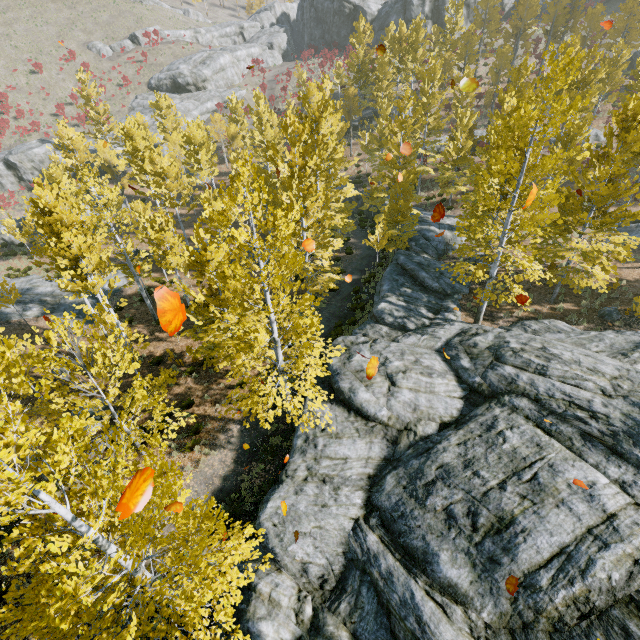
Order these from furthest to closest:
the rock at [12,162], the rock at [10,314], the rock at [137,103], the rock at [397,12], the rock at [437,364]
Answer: the rock at [397,12] → the rock at [137,103] → the rock at [12,162] → the rock at [10,314] → the rock at [437,364]

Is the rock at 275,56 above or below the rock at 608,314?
above

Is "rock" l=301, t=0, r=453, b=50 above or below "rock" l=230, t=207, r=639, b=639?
above

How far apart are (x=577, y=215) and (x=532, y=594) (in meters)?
13.66

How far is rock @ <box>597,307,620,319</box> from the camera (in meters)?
14.86

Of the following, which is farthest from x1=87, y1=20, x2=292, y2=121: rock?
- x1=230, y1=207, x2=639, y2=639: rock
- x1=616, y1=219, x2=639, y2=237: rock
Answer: x1=616, y1=219, x2=639, y2=237: rock

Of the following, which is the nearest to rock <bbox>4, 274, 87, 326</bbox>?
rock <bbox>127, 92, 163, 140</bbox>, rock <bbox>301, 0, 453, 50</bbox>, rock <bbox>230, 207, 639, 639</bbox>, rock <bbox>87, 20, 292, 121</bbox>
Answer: rock <bbox>230, 207, 639, 639</bbox>

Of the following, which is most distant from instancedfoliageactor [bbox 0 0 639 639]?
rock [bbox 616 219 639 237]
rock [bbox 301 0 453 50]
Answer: rock [bbox 301 0 453 50]
